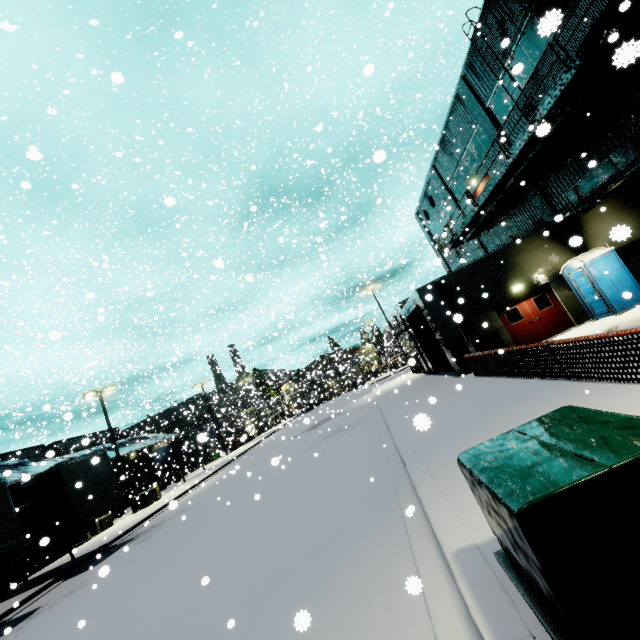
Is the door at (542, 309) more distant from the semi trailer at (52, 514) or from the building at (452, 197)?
the semi trailer at (52, 514)

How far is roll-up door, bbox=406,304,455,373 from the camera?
19.4 meters

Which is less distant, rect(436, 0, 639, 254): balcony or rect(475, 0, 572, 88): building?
rect(475, 0, 572, 88): building

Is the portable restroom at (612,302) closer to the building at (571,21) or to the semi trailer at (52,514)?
the building at (571,21)

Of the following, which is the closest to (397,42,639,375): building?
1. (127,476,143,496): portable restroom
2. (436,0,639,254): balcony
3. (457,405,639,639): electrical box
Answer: (436,0,639,254): balcony

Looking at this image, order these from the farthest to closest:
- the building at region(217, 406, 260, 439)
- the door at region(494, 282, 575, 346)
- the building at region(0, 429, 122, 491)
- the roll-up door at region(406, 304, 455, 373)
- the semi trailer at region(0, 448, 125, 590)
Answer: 1. the building at region(217, 406, 260, 439)
2. the building at region(0, 429, 122, 491)
3. the roll-up door at region(406, 304, 455, 373)
4. the door at region(494, 282, 575, 346)
5. the semi trailer at region(0, 448, 125, 590)

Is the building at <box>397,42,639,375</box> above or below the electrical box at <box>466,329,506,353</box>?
above

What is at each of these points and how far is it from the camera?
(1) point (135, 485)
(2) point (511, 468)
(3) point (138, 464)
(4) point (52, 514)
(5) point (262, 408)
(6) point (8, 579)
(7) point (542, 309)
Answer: (1) portable restroom, 37.4m
(2) electrical box, 2.5m
(3) pallet, 34.5m
(4) semi trailer, 13.9m
(5) building, 59.9m
(6) building, 22.9m
(7) door, 16.0m
